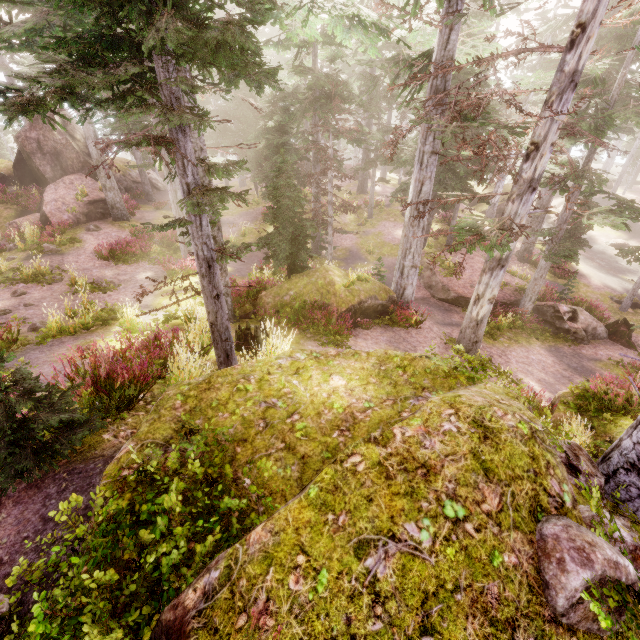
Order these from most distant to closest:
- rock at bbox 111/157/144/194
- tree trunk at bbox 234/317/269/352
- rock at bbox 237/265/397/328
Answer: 1. rock at bbox 111/157/144/194
2. rock at bbox 237/265/397/328
3. tree trunk at bbox 234/317/269/352

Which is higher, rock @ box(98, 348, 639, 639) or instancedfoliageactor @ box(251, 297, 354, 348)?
rock @ box(98, 348, 639, 639)

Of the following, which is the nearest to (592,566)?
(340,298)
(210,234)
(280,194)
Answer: (210,234)

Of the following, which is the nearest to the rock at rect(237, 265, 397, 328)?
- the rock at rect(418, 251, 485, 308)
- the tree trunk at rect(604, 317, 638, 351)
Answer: the rock at rect(418, 251, 485, 308)

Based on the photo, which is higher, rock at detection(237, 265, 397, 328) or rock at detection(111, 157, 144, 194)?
rock at detection(111, 157, 144, 194)

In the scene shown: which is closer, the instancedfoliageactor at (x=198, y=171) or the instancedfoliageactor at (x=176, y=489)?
the instancedfoliageactor at (x=176, y=489)

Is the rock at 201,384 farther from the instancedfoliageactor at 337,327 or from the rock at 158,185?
the rock at 158,185

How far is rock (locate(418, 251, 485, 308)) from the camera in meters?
18.1 m
